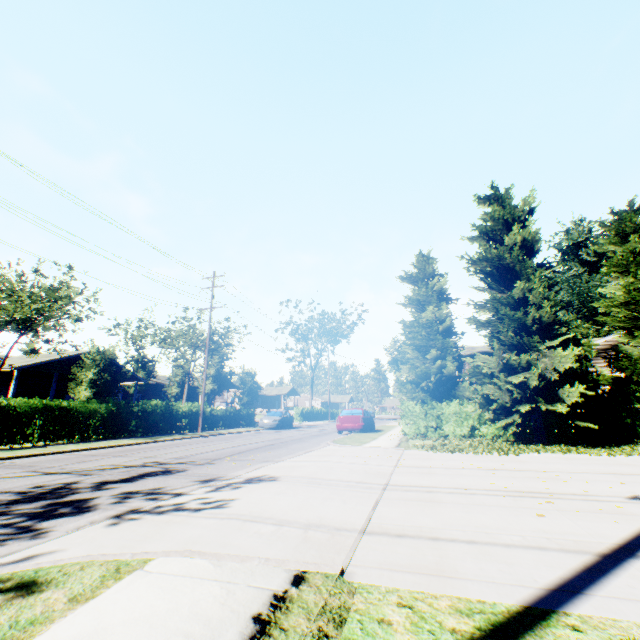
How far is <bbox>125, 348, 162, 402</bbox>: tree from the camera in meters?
40.8 m

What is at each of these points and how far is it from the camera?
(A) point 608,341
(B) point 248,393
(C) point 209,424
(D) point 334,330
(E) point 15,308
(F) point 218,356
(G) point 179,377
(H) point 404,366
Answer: (A) house, 20.6m
(B) tree, 36.4m
(C) hedge, 26.2m
(D) tree, 56.8m
(E) tree, 37.6m
(F) tree, 37.4m
(G) tree, 39.1m
(H) tree, 21.2m

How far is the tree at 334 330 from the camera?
53.2m

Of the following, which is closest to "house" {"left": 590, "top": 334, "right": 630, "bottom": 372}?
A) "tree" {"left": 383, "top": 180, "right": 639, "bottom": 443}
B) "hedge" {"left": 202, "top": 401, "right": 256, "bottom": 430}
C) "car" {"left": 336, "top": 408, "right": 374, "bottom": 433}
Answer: "tree" {"left": 383, "top": 180, "right": 639, "bottom": 443}

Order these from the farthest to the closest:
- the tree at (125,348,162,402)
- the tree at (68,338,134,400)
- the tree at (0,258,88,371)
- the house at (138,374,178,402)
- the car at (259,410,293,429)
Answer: the house at (138,374,178,402) < the tree at (125,348,162,402) < the car at (259,410,293,429) < the tree at (68,338,134,400) < the tree at (0,258,88,371)

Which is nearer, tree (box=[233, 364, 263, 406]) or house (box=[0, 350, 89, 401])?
house (box=[0, 350, 89, 401])

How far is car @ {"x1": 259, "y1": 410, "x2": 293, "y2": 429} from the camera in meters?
27.0 m

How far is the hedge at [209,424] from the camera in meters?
26.2
